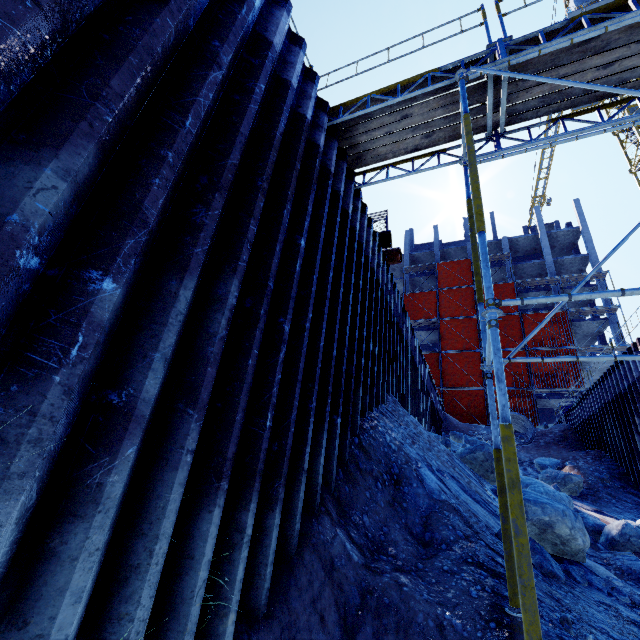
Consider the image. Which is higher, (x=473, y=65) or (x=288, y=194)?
(x=473, y=65)

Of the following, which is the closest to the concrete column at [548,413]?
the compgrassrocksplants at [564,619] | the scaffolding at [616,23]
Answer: the scaffolding at [616,23]

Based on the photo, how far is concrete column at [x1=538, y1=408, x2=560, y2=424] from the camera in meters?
33.0 m

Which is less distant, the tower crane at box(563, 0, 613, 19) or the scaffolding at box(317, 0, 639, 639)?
the scaffolding at box(317, 0, 639, 639)

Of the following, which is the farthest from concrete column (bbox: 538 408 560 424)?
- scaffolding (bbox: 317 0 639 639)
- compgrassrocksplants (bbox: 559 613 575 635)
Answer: compgrassrocksplants (bbox: 559 613 575 635)

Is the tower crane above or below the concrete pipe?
above

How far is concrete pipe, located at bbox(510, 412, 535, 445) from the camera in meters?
20.0

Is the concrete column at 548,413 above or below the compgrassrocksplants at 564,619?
above
